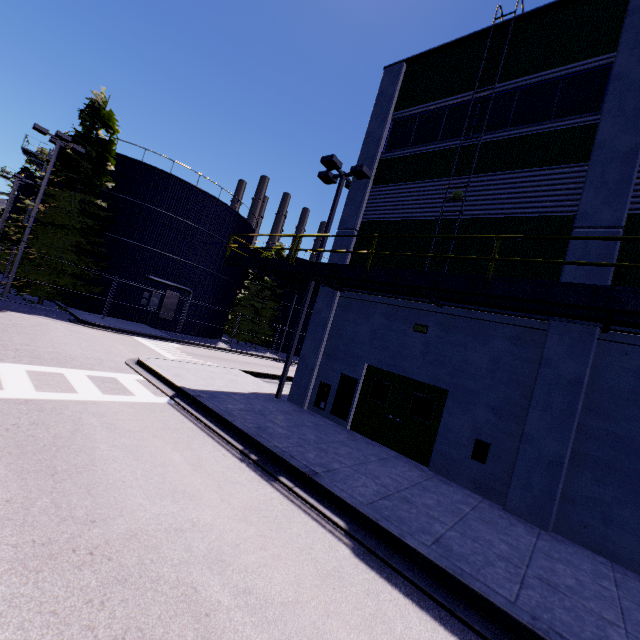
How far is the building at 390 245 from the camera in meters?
11.1 m

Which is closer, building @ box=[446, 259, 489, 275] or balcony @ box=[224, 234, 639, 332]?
balcony @ box=[224, 234, 639, 332]

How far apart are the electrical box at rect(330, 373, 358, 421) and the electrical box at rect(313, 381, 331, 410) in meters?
0.2

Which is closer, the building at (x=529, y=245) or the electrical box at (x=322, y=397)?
the building at (x=529, y=245)

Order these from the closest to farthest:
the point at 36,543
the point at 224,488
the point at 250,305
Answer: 1. the point at 36,543
2. the point at 224,488
3. the point at 250,305

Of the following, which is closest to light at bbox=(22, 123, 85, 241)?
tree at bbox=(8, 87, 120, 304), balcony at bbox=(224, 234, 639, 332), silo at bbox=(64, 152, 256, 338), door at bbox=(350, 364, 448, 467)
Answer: tree at bbox=(8, 87, 120, 304)

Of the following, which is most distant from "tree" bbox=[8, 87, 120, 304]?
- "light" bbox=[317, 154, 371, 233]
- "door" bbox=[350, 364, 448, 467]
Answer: "door" bbox=[350, 364, 448, 467]

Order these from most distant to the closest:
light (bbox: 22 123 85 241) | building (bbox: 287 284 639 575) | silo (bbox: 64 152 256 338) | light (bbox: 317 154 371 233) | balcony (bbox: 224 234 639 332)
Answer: silo (bbox: 64 152 256 338) → light (bbox: 22 123 85 241) → light (bbox: 317 154 371 233) → building (bbox: 287 284 639 575) → balcony (bbox: 224 234 639 332)
